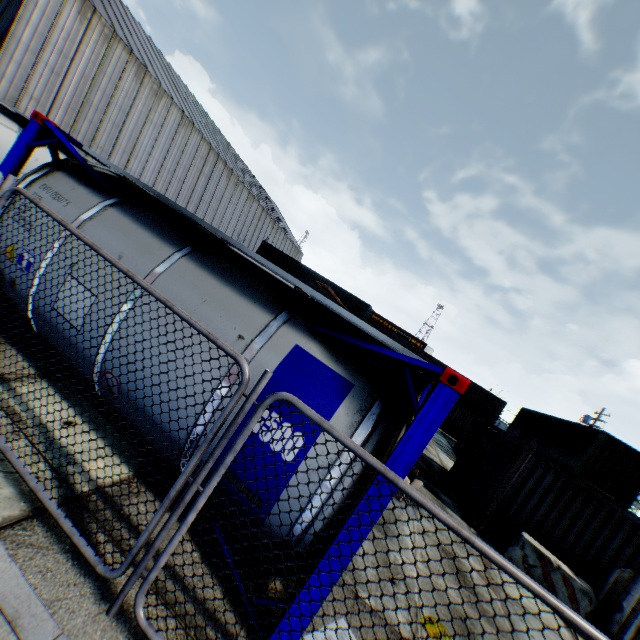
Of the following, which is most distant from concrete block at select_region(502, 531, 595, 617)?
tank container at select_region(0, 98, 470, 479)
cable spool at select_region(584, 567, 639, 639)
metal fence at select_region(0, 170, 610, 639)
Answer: metal fence at select_region(0, 170, 610, 639)

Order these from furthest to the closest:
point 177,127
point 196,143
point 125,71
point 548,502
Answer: point 196,143, point 177,127, point 125,71, point 548,502

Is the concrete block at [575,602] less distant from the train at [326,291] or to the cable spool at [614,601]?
the cable spool at [614,601]

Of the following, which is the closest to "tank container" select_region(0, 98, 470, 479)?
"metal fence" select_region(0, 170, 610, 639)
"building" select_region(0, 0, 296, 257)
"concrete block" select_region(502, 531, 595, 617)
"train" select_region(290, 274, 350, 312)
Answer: "metal fence" select_region(0, 170, 610, 639)

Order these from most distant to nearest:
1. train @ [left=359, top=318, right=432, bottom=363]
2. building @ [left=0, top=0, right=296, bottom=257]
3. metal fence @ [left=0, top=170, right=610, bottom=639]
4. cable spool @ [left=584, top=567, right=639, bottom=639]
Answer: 1. building @ [left=0, top=0, right=296, bottom=257]
2. train @ [left=359, top=318, right=432, bottom=363]
3. cable spool @ [left=584, top=567, right=639, bottom=639]
4. metal fence @ [left=0, top=170, right=610, bottom=639]

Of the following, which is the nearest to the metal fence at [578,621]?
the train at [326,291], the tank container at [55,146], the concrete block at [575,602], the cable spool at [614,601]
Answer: the tank container at [55,146]

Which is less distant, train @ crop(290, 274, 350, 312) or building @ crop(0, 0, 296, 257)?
train @ crop(290, 274, 350, 312)

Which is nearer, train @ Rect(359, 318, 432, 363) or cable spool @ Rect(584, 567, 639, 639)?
cable spool @ Rect(584, 567, 639, 639)
